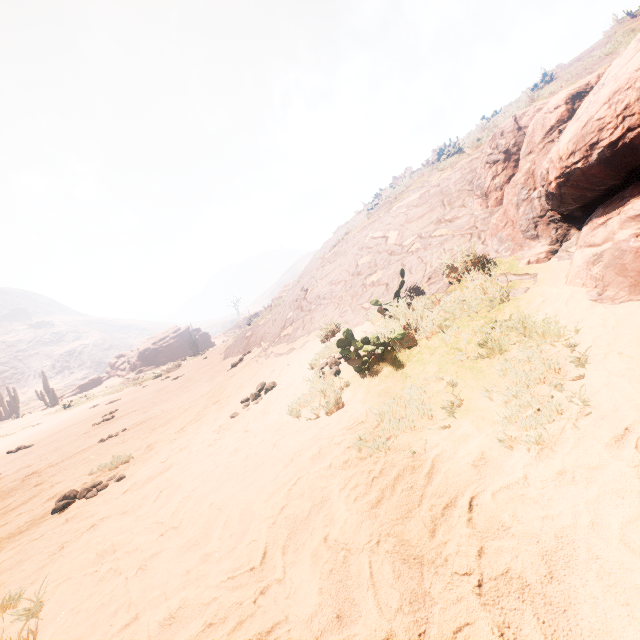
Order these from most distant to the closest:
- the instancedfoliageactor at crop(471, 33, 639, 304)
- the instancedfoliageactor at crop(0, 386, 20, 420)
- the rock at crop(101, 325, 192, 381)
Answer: the rock at crop(101, 325, 192, 381) → the instancedfoliageactor at crop(0, 386, 20, 420) → the instancedfoliageactor at crop(471, 33, 639, 304)

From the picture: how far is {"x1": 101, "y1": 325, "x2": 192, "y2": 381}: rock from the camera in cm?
4344

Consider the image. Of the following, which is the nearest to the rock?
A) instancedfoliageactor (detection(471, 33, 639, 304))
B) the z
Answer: the z

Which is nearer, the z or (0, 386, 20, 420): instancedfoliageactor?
the z

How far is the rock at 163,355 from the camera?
43.4m

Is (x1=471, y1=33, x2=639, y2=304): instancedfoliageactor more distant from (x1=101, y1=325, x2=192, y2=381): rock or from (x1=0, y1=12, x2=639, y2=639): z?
(x1=101, y1=325, x2=192, y2=381): rock

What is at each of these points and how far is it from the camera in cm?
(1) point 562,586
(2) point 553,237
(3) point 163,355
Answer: (1) z, 121
(2) instancedfoliageactor, 364
(3) rock, 4425

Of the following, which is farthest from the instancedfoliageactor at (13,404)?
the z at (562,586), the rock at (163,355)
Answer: the rock at (163,355)
